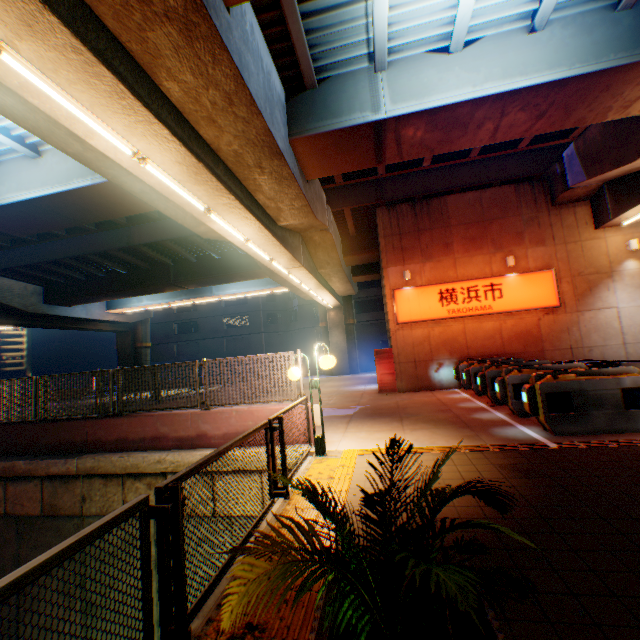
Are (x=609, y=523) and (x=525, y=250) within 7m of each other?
no

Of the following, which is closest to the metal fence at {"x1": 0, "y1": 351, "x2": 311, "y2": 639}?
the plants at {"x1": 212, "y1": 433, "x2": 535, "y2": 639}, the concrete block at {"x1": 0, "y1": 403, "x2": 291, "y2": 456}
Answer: the concrete block at {"x1": 0, "y1": 403, "x2": 291, "y2": 456}

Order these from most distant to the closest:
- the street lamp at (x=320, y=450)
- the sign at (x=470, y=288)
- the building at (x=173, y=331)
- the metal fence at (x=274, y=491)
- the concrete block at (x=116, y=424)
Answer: the building at (x=173, y=331) → the sign at (x=470, y=288) → the concrete block at (x=116, y=424) → the street lamp at (x=320, y=450) → the metal fence at (x=274, y=491)

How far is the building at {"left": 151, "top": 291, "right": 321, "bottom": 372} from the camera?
41.3m

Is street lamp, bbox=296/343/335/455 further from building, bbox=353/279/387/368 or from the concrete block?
building, bbox=353/279/387/368

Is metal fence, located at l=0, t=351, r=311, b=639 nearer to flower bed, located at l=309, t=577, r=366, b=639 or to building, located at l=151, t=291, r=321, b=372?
flower bed, located at l=309, t=577, r=366, b=639

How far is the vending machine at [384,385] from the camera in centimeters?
1487cm

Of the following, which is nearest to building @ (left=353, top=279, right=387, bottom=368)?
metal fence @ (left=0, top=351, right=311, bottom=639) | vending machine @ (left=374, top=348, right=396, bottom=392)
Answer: metal fence @ (left=0, top=351, right=311, bottom=639)
